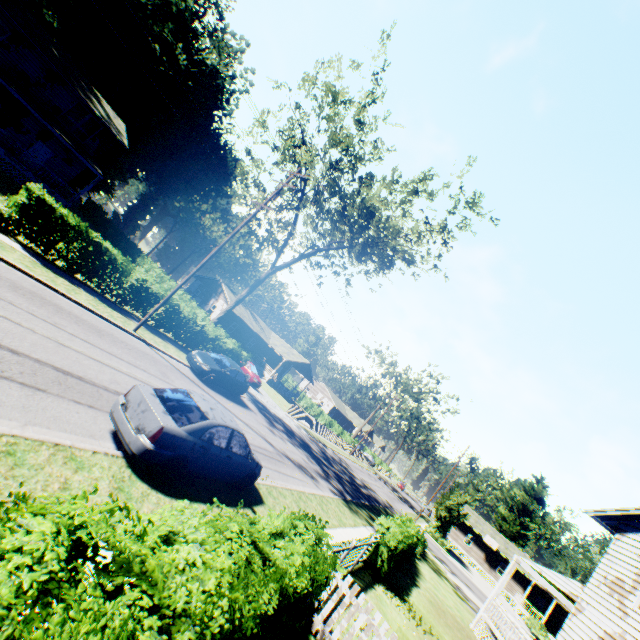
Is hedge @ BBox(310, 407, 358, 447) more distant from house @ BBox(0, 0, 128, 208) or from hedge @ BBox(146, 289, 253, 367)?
house @ BBox(0, 0, 128, 208)

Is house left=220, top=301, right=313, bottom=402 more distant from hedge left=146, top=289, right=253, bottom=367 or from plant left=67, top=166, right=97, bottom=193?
plant left=67, top=166, right=97, bottom=193

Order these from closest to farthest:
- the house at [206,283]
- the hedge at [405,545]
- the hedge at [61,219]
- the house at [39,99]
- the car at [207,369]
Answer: the hedge at [405,545], the hedge at [61,219], the car at [207,369], the house at [39,99], the house at [206,283]

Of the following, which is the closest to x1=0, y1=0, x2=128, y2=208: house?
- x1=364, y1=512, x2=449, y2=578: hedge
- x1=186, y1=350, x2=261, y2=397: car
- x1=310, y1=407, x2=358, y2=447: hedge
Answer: x1=186, y1=350, x2=261, y2=397: car

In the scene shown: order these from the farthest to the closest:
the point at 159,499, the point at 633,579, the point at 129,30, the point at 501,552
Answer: the point at 501,552 → the point at 129,30 → the point at 633,579 → the point at 159,499

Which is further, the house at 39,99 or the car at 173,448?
the house at 39,99

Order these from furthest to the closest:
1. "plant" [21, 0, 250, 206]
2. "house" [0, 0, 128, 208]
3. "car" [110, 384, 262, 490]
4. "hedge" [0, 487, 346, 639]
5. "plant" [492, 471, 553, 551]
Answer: "plant" [492, 471, 553, 551], "plant" [21, 0, 250, 206], "house" [0, 0, 128, 208], "car" [110, 384, 262, 490], "hedge" [0, 487, 346, 639]

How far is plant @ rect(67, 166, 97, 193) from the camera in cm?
4000
